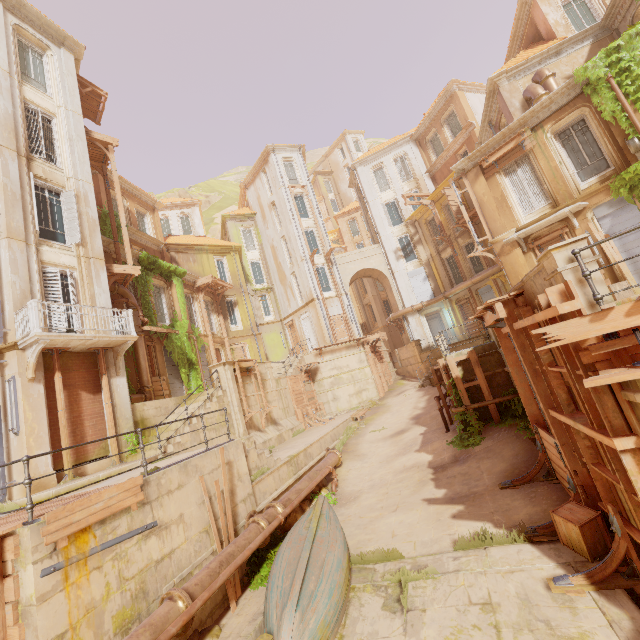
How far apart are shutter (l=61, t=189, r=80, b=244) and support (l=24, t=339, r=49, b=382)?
4.69m

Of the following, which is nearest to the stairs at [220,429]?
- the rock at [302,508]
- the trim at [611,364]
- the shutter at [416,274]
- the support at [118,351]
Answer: the rock at [302,508]

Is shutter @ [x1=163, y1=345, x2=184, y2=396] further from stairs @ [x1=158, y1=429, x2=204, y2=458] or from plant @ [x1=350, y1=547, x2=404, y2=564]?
plant @ [x1=350, y1=547, x2=404, y2=564]

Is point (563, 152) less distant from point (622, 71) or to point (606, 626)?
point (622, 71)

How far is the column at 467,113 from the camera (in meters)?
25.30

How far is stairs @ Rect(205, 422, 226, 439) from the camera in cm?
1280

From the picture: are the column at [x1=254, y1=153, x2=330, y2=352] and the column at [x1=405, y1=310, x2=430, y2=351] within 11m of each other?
yes

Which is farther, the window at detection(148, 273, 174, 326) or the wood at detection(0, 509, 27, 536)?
the window at detection(148, 273, 174, 326)
